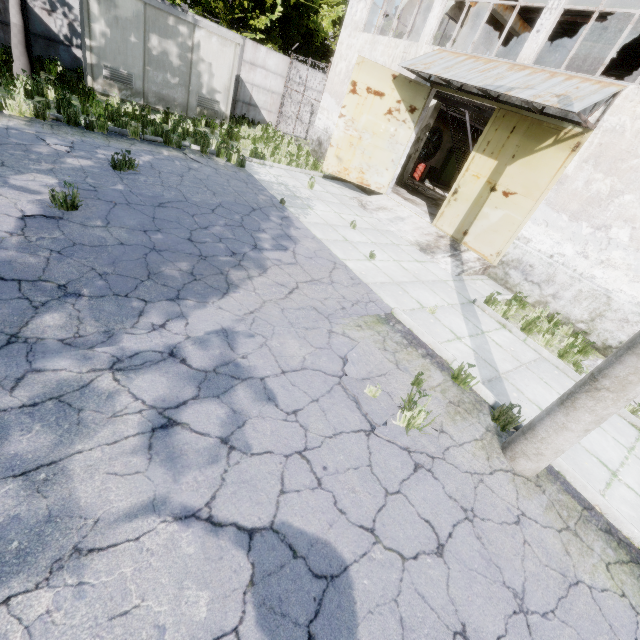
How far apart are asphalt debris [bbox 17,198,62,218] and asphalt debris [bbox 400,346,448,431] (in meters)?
5.03

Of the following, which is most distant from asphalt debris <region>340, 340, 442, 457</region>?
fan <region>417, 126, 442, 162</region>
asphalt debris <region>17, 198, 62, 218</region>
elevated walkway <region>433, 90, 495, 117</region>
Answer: fan <region>417, 126, 442, 162</region>

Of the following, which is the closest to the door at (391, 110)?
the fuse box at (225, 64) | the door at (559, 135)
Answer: the door at (559, 135)

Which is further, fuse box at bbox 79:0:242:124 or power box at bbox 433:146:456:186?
power box at bbox 433:146:456:186

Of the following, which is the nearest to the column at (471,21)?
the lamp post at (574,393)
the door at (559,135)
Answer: the door at (559,135)

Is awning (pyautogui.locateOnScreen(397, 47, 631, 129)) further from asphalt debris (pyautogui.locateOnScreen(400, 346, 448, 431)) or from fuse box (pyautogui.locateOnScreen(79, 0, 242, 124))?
fuse box (pyautogui.locateOnScreen(79, 0, 242, 124))

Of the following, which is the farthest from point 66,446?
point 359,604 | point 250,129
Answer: point 250,129

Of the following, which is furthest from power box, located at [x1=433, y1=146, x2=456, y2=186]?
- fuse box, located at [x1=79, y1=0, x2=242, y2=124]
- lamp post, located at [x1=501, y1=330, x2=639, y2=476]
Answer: lamp post, located at [x1=501, y1=330, x2=639, y2=476]
